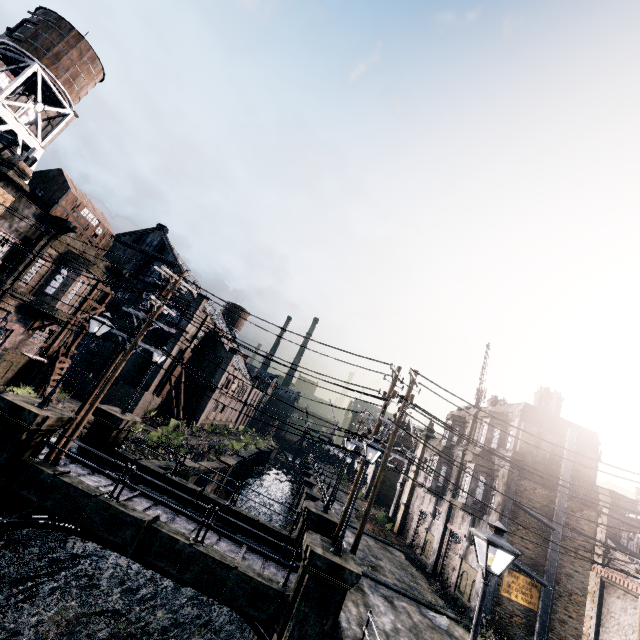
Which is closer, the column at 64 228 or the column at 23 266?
the column at 23 266

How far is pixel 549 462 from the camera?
22.4m

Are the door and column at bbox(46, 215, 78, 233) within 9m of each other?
no

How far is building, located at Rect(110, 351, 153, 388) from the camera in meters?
38.0

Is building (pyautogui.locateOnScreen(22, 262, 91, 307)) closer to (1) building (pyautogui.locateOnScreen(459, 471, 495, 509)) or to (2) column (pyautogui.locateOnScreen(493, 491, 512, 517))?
(1) building (pyautogui.locateOnScreen(459, 471, 495, 509))

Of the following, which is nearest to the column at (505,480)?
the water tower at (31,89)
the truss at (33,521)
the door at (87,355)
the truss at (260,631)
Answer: the truss at (260,631)

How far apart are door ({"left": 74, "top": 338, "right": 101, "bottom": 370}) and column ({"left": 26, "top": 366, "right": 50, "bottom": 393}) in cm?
1377

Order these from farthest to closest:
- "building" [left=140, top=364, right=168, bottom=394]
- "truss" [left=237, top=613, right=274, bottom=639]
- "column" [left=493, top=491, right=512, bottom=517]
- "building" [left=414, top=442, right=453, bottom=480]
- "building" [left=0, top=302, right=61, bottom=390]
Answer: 1. "building" [left=140, top=364, right=168, bottom=394]
2. "building" [left=414, top=442, right=453, bottom=480]
3. "building" [left=0, top=302, right=61, bottom=390]
4. "column" [left=493, top=491, right=512, bottom=517]
5. "truss" [left=237, top=613, right=274, bottom=639]
